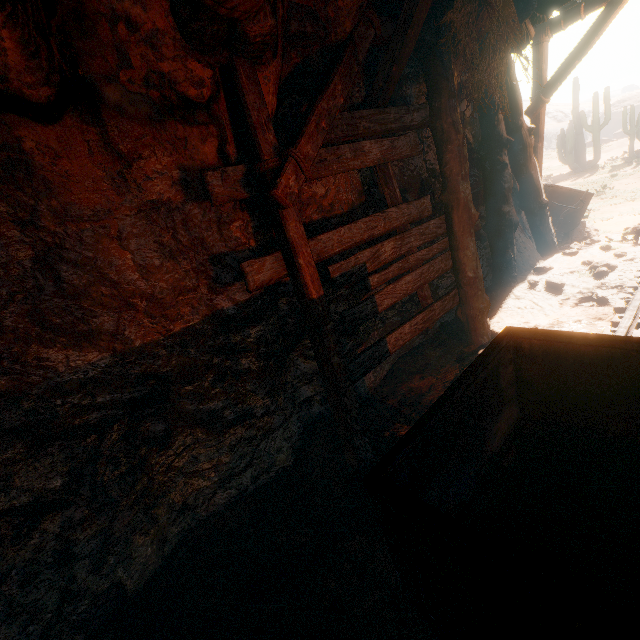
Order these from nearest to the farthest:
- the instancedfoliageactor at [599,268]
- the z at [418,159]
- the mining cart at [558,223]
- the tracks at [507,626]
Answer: the tracks at [507,626] < the z at [418,159] < the instancedfoliageactor at [599,268] < the mining cart at [558,223]

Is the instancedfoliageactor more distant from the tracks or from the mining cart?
the mining cart

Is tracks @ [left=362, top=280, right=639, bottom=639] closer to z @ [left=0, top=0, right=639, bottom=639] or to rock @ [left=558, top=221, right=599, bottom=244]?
z @ [left=0, top=0, right=639, bottom=639]

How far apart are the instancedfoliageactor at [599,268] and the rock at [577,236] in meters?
2.4 m

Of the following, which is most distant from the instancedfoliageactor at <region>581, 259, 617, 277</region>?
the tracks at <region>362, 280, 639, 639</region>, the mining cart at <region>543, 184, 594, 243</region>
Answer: the mining cart at <region>543, 184, 594, 243</region>

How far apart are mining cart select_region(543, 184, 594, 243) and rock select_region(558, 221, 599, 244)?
0.0m

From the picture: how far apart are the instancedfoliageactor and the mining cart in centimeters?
213cm

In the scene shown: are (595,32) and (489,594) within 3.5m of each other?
no
